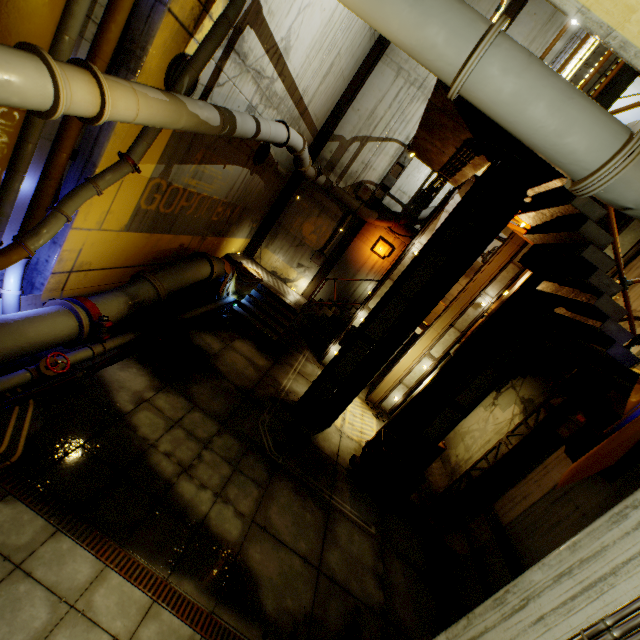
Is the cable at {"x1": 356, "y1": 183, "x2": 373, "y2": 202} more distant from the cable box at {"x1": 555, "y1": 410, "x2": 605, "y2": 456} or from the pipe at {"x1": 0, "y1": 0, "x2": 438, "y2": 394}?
the cable box at {"x1": 555, "y1": 410, "x2": 605, "y2": 456}

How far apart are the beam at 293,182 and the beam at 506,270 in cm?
818

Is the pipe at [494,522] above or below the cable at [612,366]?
below

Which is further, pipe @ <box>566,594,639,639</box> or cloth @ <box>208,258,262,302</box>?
cloth @ <box>208,258,262,302</box>

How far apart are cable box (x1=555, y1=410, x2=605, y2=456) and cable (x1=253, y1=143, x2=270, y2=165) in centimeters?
1142cm

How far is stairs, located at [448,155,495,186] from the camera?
7.6 meters

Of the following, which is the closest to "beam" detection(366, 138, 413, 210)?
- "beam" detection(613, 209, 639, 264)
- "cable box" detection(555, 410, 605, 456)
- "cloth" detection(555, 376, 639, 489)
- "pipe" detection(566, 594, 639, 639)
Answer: "beam" detection(613, 209, 639, 264)

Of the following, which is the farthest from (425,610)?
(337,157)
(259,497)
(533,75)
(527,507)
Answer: (337,157)
